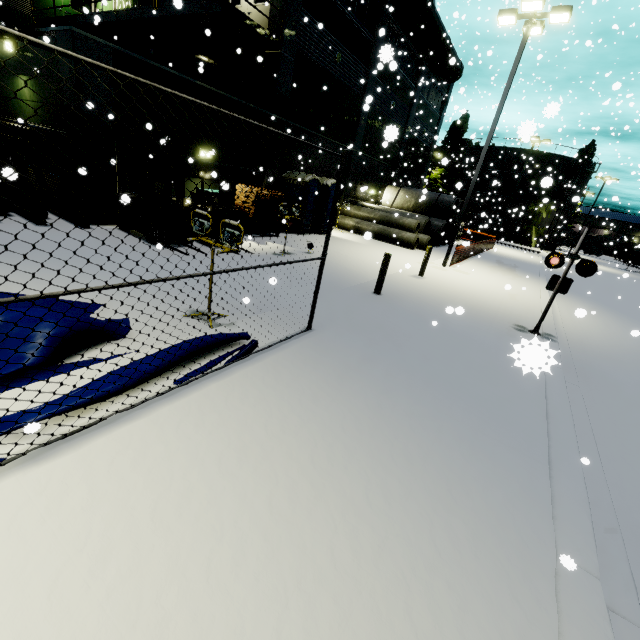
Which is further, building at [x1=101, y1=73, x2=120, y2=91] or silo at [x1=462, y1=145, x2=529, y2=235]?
silo at [x1=462, y1=145, x2=529, y2=235]

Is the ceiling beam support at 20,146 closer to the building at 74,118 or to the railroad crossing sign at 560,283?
the building at 74,118

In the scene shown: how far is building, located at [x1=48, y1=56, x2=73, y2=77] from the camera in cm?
894

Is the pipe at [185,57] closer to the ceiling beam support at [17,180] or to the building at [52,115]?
the building at [52,115]

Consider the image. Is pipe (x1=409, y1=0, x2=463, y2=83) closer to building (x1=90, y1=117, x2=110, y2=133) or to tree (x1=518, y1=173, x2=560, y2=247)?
building (x1=90, y1=117, x2=110, y2=133)

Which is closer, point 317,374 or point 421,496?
point 421,496

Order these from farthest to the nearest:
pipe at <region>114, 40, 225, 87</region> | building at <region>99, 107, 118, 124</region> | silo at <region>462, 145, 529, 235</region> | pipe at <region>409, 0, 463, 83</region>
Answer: silo at <region>462, 145, 529, 235</region>
pipe at <region>409, 0, 463, 83</region>
pipe at <region>114, 40, 225, 87</region>
building at <region>99, 107, 118, 124</region>
